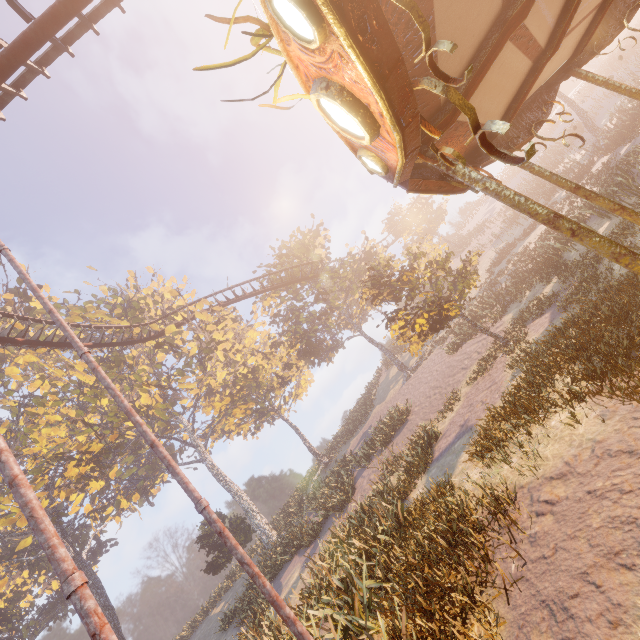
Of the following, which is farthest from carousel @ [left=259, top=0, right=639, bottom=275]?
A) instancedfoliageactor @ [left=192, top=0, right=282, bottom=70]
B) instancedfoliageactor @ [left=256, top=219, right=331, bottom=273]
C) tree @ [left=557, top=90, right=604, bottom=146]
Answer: instancedfoliageactor @ [left=256, top=219, right=331, bottom=273]

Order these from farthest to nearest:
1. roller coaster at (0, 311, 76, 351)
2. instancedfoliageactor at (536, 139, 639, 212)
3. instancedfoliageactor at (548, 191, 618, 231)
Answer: roller coaster at (0, 311, 76, 351), instancedfoliageactor at (548, 191, 618, 231), instancedfoliageactor at (536, 139, 639, 212)

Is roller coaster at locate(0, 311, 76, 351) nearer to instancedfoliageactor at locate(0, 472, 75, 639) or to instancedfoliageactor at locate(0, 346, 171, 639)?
instancedfoliageactor at locate(0, 472, 75, 639)

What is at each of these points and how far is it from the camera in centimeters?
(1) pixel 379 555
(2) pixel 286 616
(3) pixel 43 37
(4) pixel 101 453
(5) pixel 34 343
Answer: (1) instancedfoliageactor, 740cm
(2) metal pole, 462cm
(3) roller coaster, 734cm
(4) instancedfoliageactor, 2581cm
(5) roller coaster, 1936cm

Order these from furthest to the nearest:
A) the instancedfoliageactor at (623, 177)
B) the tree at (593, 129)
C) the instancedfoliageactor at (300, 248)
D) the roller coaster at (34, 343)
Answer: the instancedfoliageactor at (300, 248) < the tree at (593, 129) < the roller coaster at (34, 343) < the instancedfoliageactor at (623, 177)

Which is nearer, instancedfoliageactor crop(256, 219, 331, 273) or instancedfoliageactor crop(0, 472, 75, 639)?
instancedfoliageactor crop(0, 472, 75, 639)

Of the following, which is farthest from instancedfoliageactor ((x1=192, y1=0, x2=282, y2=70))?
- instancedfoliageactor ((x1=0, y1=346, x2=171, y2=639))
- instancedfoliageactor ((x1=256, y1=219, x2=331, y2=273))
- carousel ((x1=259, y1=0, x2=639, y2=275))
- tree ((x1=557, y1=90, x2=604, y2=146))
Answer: tree ((x1=557, y1=90, x2=604, y2=146))

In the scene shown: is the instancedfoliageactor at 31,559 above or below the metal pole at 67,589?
above
